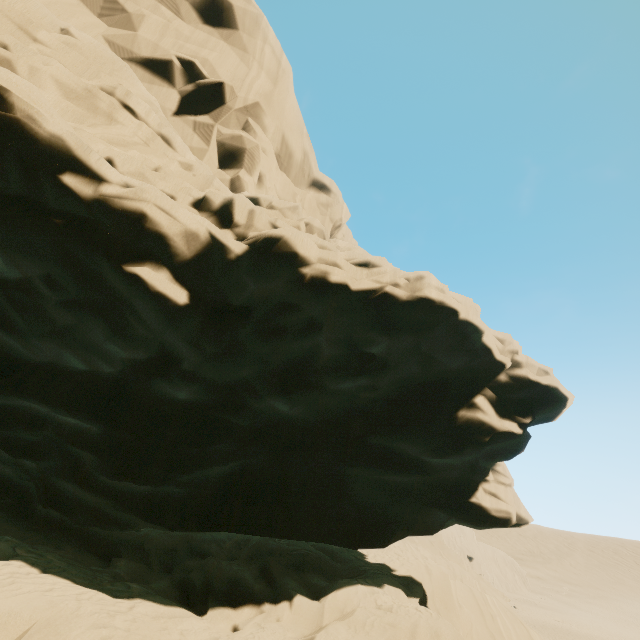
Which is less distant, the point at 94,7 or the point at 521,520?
the point at 521,520
